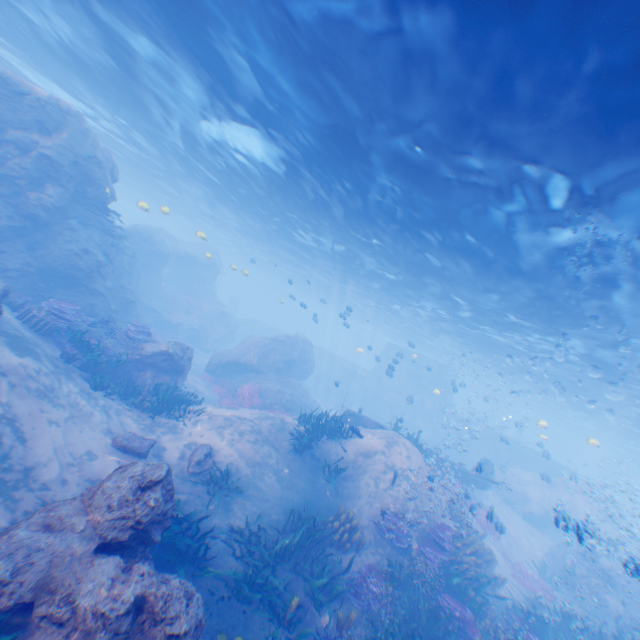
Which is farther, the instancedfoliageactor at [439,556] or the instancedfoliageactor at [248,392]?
the instancedfoliageactor at [248,392]

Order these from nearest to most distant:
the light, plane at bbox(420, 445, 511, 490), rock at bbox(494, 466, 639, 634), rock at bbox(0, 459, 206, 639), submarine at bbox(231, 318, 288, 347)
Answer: rock at bbox(0, 459, 206, 639), the light, rock at bbox(494, 466, 639, 634), plane at bbox(420, 445, 511, 490), submarine at bbox(231, 318, 288, 347)

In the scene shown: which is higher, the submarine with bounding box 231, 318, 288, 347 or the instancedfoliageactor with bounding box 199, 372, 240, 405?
the submarine with bounding box 231, 318, 288, 347

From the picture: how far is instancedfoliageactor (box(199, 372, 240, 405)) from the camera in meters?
18.4 m

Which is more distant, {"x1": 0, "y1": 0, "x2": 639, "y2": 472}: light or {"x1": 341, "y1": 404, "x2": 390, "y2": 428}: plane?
{"x1": 341, "y1": 404, "x2": 390, "y2": 428}: plane

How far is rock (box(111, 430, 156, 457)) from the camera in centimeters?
934cm

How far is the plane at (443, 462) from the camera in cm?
1804

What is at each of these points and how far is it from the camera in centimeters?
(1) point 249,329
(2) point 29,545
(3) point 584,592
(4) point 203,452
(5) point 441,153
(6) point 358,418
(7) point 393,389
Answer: (1) submarine, 4512cm
(2) rock, 480cm
(3) rock, 1738cm
(4) rock, 1051cm
(5) light, 992cm
(6) plane, 1752cm
(7) submarine, 3831cm
